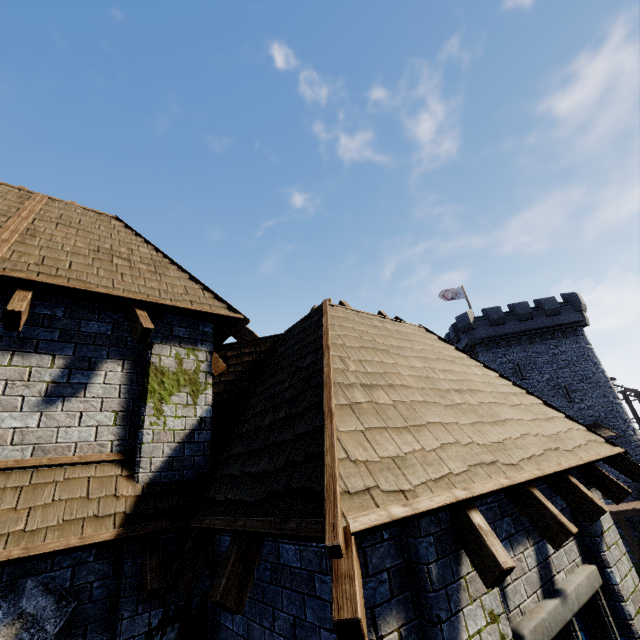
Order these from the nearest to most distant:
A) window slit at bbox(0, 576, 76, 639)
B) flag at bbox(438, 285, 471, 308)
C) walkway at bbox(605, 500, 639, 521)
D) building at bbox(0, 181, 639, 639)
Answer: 1. building at bbox(0, 181, 639, 639)
2. window slit at bbox(0, 576, 76, 639)
3. walkway at bbox(605, 500, 639, 521)
4. flag at bbox(438, 285, 471, 308)

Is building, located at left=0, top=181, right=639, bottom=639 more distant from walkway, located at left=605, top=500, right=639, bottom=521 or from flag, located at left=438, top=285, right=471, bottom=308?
flag, located at left=438, top=285, right=471, bottom=308

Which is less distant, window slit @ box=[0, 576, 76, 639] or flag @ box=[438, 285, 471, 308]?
A: window slit @ box=[0, 576, 76, 639]

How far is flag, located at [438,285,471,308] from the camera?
34.03m

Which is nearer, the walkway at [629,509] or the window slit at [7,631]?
the window slit at [7,631]

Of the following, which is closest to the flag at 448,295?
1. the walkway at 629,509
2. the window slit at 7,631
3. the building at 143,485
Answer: the walkway at 629,509

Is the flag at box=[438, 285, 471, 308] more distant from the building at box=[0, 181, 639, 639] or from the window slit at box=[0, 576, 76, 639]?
the window slit at box=[0, 576, 76, 639]

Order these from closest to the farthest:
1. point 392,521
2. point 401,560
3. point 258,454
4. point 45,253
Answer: point 392,521 < point 401,560 < point 258,454 < point 45,253
